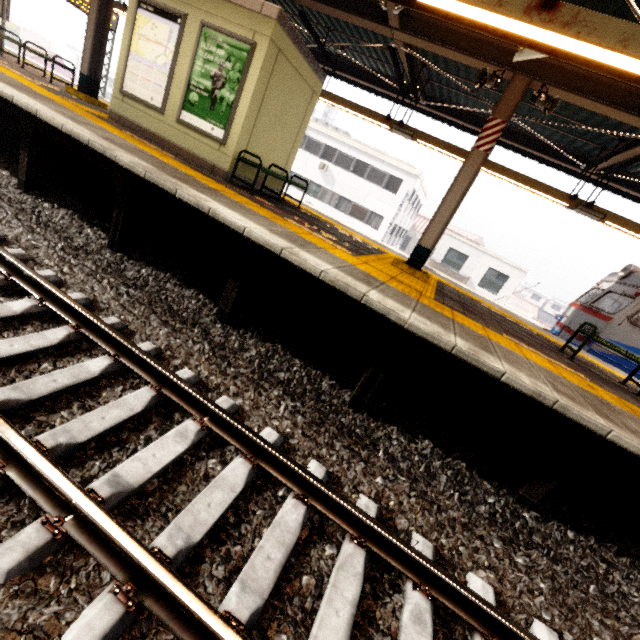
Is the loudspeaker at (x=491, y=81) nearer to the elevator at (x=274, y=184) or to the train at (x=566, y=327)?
the elevator at (x=274, y=184)

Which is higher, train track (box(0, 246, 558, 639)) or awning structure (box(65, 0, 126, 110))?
awning structure (box(65, 0, 126, 110))

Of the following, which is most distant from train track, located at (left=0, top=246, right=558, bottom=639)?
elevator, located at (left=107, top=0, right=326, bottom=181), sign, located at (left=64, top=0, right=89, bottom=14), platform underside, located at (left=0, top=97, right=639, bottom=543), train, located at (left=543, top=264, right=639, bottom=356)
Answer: train, located at (left=543, top=264, right=639, bottom=356)

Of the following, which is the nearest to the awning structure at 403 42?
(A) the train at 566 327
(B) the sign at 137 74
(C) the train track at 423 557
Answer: (A) the train at 566 327

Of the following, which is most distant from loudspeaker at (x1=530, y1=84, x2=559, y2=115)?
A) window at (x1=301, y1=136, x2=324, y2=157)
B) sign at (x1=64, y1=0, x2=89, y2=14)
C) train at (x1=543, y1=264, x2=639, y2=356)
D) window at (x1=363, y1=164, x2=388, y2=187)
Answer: window at (x1=301, y1=136, x2=324, y2=157)

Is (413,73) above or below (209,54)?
above

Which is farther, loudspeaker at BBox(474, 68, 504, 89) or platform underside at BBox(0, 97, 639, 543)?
loudspeaker at BBox(474, 68, 504, 89)

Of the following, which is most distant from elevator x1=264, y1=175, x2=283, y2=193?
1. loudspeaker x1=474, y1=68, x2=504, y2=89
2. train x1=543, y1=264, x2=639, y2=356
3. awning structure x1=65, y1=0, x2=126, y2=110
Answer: train x1=543, y1=264, x2=639, y2=356
